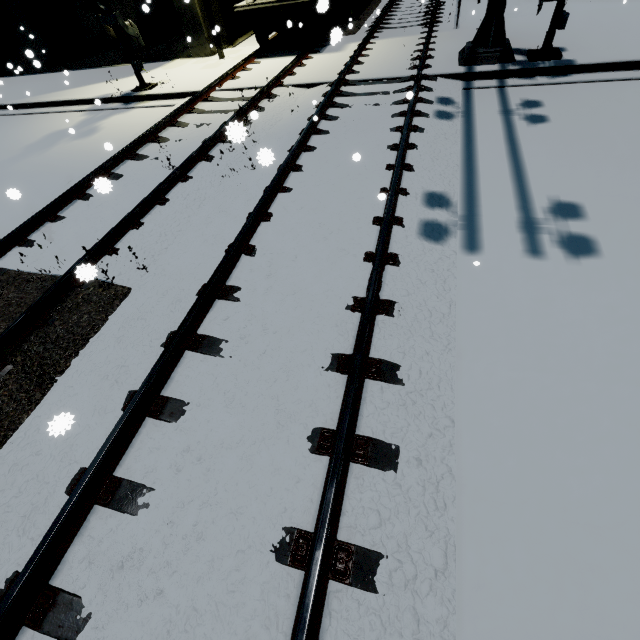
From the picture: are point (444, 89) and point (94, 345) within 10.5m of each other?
yes

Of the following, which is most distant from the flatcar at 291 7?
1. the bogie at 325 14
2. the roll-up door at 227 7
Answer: the roll-up door at 227 7

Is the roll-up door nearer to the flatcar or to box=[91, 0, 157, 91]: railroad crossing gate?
the flatcar

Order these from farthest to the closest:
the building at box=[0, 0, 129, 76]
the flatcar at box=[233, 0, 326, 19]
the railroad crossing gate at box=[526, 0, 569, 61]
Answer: the building at box=[0, 0, 129, 76] < the flatcar at box=[233, 0, 326, 19] < the railroad crossing gate at box=[526, 0, 569, 61]

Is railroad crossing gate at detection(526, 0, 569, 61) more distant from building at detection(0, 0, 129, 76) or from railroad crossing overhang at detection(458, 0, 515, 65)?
building at detection(0, 0, 129, 76)

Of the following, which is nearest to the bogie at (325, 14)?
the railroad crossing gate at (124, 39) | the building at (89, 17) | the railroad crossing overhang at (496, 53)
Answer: the building at (89, 17)

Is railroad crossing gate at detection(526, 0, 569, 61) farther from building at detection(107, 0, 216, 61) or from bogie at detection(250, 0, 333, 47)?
bogie at detection(250, 0, 333, 47)

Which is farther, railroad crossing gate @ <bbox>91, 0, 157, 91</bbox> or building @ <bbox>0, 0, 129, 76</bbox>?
building @ <bbox>0, 0, 129, 76</bbox>
